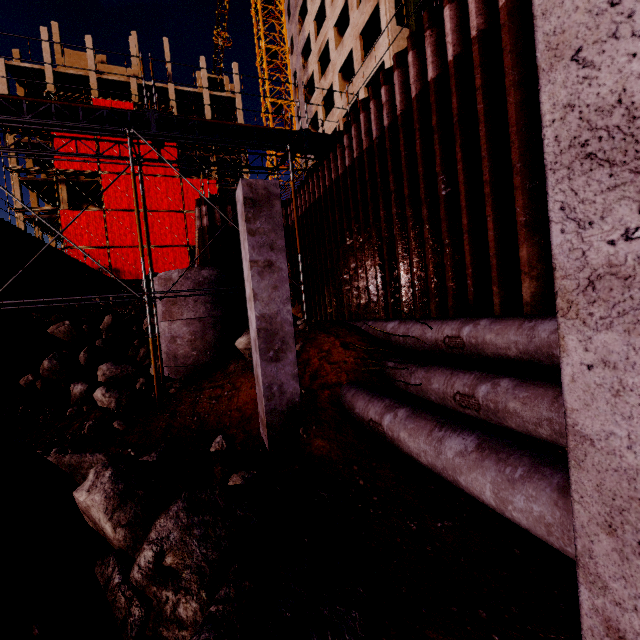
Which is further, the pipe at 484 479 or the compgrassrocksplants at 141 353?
the compgrassrocksplants at 141 353

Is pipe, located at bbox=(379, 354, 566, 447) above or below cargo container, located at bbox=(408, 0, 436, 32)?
below

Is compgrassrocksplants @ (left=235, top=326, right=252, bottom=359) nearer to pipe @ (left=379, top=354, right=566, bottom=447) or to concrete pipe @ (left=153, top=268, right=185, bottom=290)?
concrete pipe @ (left=153, top=268, right=185, bottom=290)

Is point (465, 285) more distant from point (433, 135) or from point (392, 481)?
point (392, 481)

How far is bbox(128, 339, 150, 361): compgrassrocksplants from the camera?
14.7m

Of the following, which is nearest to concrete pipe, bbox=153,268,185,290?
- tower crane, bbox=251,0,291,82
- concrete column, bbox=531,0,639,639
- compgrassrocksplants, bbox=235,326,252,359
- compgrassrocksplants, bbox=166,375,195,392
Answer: compgrassrocksplants, bbox=166,375,195,392

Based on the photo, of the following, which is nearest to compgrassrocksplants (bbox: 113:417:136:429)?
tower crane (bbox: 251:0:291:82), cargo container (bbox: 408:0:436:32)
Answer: cargo container (bbox: 408:0:436:32)

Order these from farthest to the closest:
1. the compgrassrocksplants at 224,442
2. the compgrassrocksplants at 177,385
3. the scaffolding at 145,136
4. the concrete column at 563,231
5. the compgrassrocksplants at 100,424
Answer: the compgrassrocksplants at 177,385 → the scaffolding at 145,136 → the compgrassrocksplants at 100,424 → the compgrassrocksplants at 224,442 → the concrete column at 563,231
